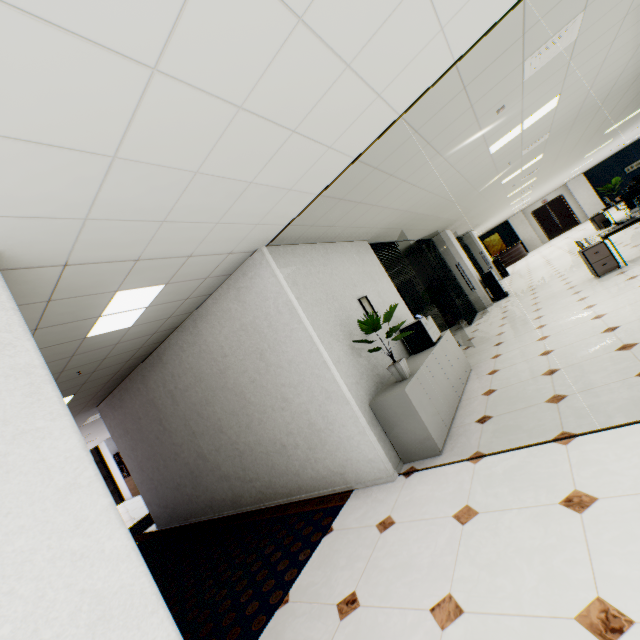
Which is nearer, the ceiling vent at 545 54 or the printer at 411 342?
the ceiling vent at 545 54

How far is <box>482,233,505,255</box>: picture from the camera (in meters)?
25.47

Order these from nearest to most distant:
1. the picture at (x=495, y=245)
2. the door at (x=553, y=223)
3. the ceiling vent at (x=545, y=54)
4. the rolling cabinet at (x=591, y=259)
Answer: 1. the ceiling vent at (x=545, y=54)
2. the rolling cabinet at (x=591, y=259)
3. the door at (x=553, y=223)
4. the picture at (x=495, y=245)

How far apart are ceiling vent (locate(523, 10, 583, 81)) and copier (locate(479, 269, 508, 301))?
8.3 meters

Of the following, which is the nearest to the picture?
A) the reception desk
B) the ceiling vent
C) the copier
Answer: the reception desk

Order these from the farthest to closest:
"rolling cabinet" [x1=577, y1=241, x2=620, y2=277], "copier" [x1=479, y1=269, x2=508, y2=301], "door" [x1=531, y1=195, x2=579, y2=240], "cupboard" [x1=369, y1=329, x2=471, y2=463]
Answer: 1. "door" [x1=531, y1=195, x2=579, y2=240]
2. "copier" [x1=479, y1=269, x2=508, y2=301]
3. "rolling cabinet" [x1=577, y1=241, x2=620, y2=277]
4. "cupboard" [x1=369, y1=329, x2=471, y2=463]

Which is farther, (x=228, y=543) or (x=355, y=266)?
(x=355, y=266)

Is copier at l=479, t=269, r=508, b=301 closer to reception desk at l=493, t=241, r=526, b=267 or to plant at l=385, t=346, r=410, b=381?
plant at l=385, t=346, r=410, b=381
